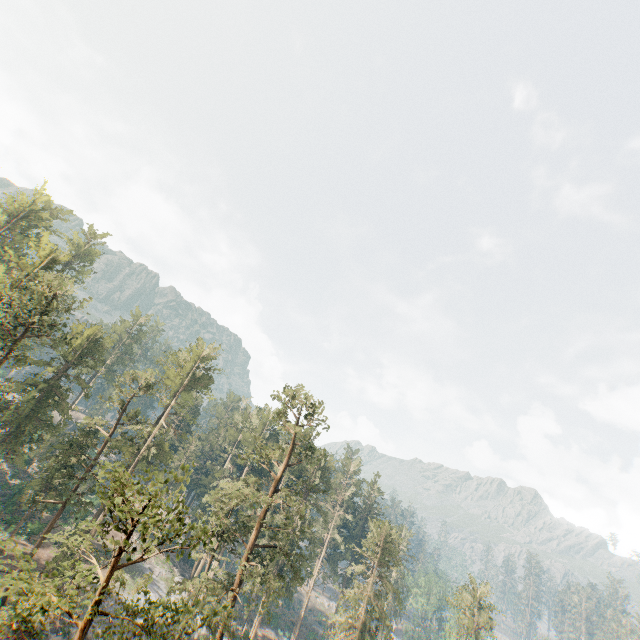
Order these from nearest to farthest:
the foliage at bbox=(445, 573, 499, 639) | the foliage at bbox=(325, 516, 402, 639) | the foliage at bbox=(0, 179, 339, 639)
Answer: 1. the foliage at bbox=(0, 179, 339, 639)
2. the foliage at bbox=(325, 516, 402, 639)
3. the foliage at bbox=(445, 573, 499, 639)

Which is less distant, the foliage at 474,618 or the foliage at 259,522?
the foliage at 259,522

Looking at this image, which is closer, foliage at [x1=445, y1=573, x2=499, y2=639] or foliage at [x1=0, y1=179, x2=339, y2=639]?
foliage at [x1=0, y1=179, x2=339, y2=639]

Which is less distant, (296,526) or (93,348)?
(296,526)
